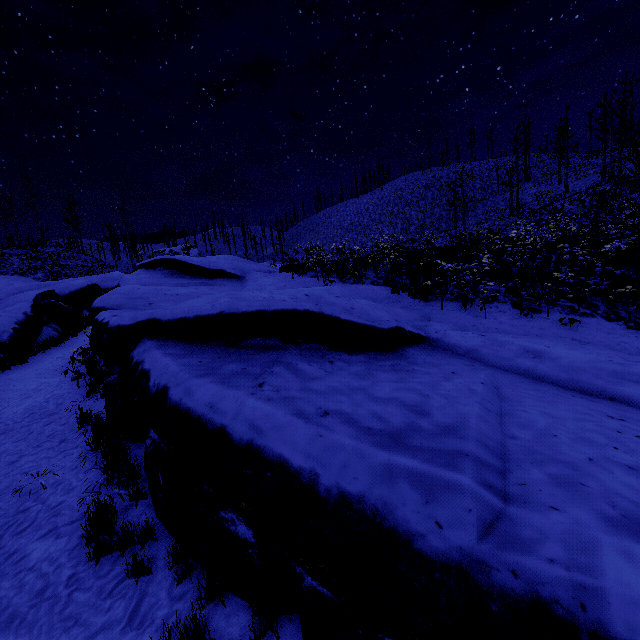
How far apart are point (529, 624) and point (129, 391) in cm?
554
